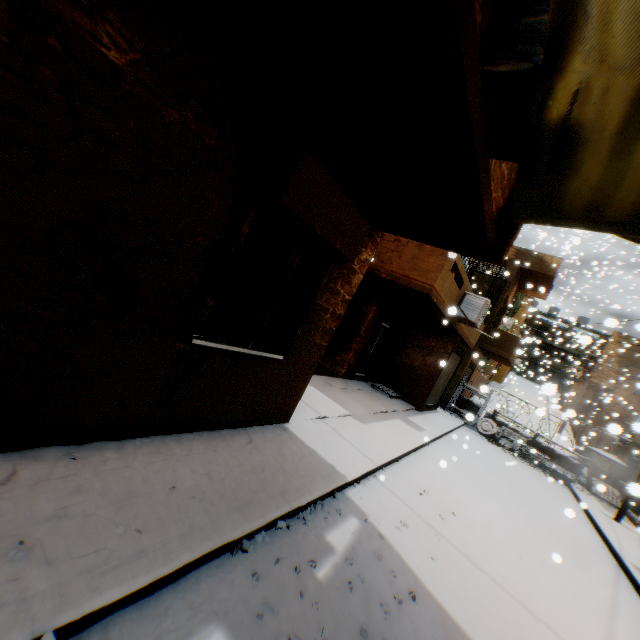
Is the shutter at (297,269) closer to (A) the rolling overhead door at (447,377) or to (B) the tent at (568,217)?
(B) the tent at (568,217)

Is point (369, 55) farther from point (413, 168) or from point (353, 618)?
point (353, 618)

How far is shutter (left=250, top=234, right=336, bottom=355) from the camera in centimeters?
387cm

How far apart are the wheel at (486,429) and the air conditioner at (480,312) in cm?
899

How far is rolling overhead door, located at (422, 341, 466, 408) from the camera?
13.1m

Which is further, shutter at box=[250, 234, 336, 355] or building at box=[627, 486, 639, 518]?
building at box=[627, 486, 639, 518]

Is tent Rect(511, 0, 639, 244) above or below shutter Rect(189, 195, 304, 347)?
above

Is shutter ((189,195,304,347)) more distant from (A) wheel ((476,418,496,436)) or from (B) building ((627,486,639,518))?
(A) wheel ((476,418,496,436))
